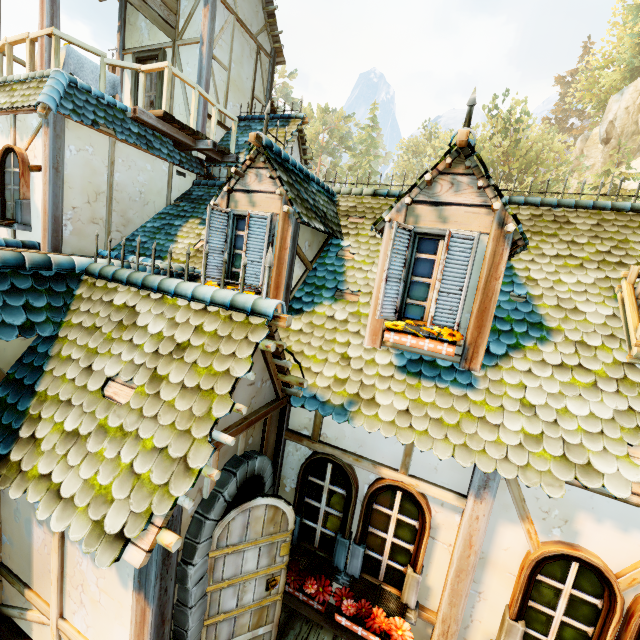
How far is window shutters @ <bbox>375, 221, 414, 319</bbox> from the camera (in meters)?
3.77

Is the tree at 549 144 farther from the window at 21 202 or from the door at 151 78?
the door at 151 78

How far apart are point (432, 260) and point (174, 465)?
3.46m

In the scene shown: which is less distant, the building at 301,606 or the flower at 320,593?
the flower at 320,593

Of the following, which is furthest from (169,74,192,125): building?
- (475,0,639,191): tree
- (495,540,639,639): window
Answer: (475,0,639,191): tree

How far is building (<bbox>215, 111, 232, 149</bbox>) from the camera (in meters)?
9.21

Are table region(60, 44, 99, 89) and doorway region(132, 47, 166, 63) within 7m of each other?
yes

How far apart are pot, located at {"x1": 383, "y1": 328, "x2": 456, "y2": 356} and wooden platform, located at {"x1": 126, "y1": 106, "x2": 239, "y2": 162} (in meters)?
6.53
